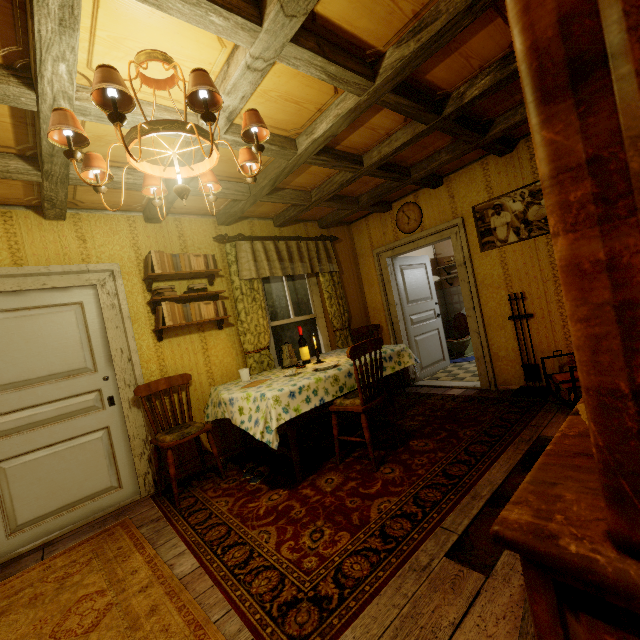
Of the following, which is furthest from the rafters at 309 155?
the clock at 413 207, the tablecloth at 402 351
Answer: the tablecloth at 402 351

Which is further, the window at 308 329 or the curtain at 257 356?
the window at 308 329

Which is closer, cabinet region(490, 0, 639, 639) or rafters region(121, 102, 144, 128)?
cabinet region(490, 0, 639, 639)

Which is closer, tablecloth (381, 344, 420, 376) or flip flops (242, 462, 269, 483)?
flip flops (242, 462, 269, 483)

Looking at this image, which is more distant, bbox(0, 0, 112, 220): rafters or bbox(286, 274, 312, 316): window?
bbox(286, 274, 312, 316): window

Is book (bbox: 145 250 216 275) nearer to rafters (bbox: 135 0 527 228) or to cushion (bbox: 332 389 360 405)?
rafters (bbox: 135 0 527 228)

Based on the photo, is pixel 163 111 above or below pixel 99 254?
above

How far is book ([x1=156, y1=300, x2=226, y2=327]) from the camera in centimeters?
331cm
